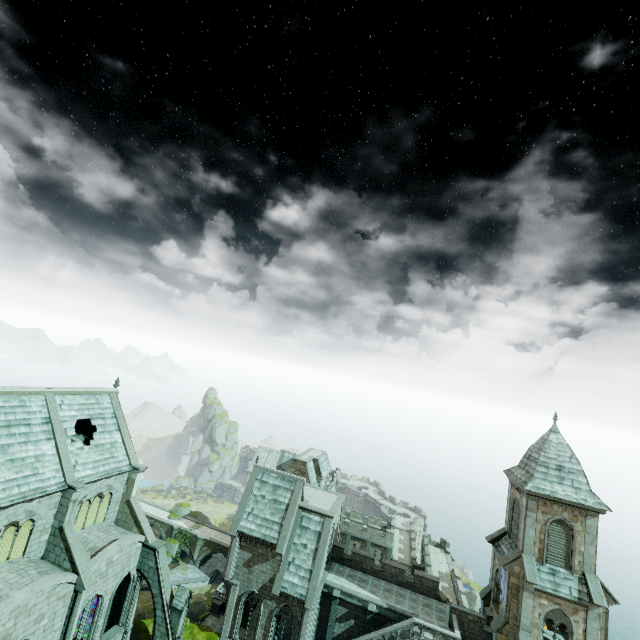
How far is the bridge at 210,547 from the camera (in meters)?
54.72

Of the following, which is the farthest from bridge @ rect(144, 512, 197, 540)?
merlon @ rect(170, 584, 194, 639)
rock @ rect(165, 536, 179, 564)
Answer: merlon @ rect(170, 584, 194, 639)

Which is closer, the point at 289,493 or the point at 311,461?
the point at 289,493

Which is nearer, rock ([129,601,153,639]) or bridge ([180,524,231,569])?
rock ([129,601,153,639])

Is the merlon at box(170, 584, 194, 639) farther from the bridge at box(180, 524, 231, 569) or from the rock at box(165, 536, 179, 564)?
the rock at box(165, 536, 179, 564)

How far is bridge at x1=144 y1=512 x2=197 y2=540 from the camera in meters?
57.1 m

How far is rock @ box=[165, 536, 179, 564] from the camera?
54.7m

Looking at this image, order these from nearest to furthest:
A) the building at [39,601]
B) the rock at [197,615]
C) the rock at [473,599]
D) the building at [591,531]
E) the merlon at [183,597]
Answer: the building at [39,601]
the building at [591,531]
the merlon at [183,597]
the rock at [197,615]
the rock at [473,599]
